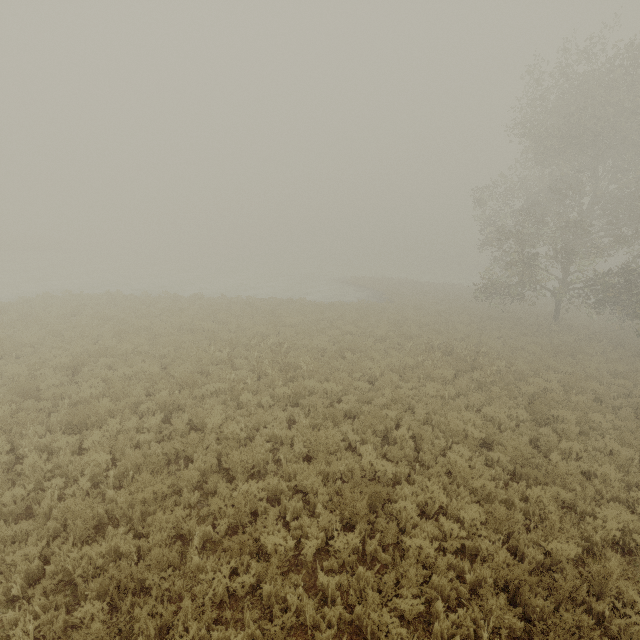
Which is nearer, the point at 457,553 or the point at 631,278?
the point at 457,553
